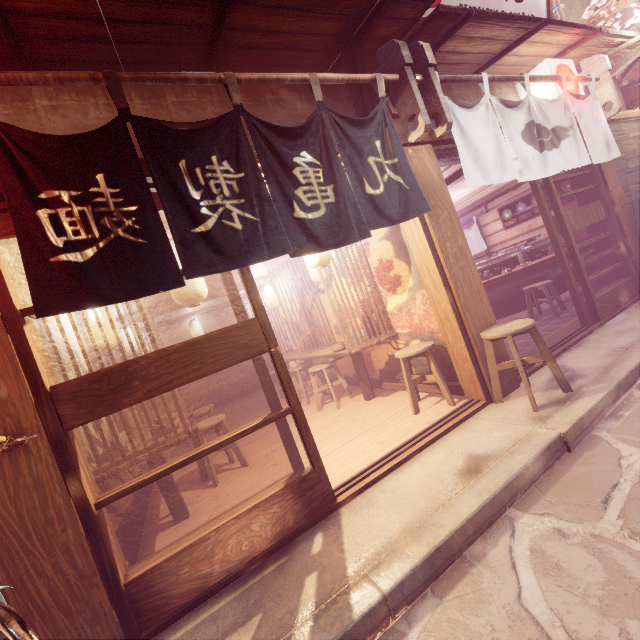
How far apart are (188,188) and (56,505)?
3.83m

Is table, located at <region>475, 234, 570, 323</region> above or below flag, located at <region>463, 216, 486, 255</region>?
below

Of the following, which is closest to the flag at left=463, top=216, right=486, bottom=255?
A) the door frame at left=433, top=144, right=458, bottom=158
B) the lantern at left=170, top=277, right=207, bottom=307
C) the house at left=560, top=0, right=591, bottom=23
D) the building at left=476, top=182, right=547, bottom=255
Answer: the building at left=476, top=182, right=547, bottom=255

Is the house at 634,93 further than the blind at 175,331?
No

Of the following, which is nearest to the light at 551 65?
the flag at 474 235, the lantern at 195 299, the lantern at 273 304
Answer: the flag at 474 235

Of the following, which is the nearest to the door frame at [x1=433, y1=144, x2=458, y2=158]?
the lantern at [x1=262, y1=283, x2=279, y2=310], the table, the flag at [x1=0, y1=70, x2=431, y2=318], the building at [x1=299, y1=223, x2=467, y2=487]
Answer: the building at [x1=299, y1=223, x2=467, y2=487]

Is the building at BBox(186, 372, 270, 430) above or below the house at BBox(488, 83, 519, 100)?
below

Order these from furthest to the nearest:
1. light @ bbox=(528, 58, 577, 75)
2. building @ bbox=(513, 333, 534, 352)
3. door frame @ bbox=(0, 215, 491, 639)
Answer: building @ bbox=(513, 333, 534, 352) → light @ bbox=(528, 58, 577, 75) → door frame @ bbox=(0, 215, 491, 639)
